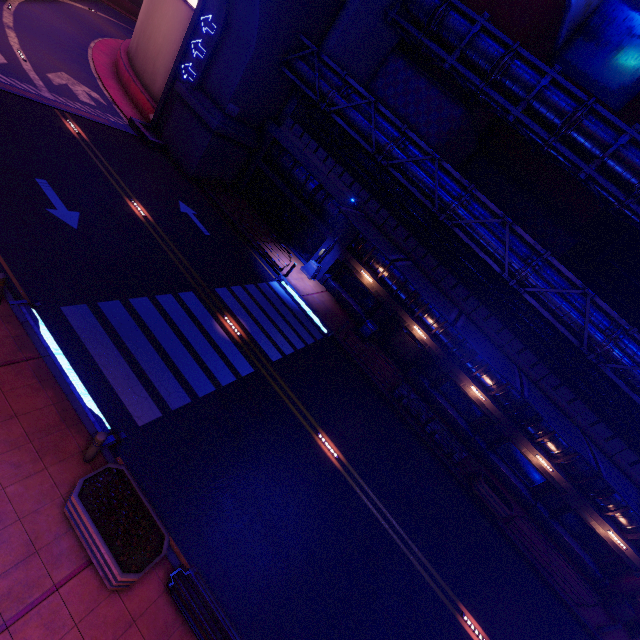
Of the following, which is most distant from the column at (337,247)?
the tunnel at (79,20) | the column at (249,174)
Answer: the tunnel at (79,20)

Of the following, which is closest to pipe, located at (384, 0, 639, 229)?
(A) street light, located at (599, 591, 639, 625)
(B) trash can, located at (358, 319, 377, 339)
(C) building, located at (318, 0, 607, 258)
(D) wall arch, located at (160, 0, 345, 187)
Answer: (C) building, located at (318, 0, 607, 258)

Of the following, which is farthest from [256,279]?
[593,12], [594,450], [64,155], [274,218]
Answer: [593,12]

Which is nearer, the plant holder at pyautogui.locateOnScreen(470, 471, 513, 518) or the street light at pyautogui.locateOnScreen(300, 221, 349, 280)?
the plant holder at pyautogui.locateOnScreen(470, 471, 513, 518)

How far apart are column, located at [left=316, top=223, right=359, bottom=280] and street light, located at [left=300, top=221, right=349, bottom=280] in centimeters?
1cm

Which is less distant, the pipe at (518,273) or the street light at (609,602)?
the pipe at (518,273)

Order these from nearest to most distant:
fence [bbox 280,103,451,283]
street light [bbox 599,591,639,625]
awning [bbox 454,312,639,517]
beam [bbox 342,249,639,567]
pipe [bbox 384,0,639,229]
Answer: awning [bbox 454,312,639,517]
pipe [bbox 384,0,639,229]
street light [bbox 599,591,639,625]
beam [bbox 342,249,639,567]
fence [bbox 280,103,451,283]

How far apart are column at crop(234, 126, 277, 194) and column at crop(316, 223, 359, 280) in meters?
7.9 m
